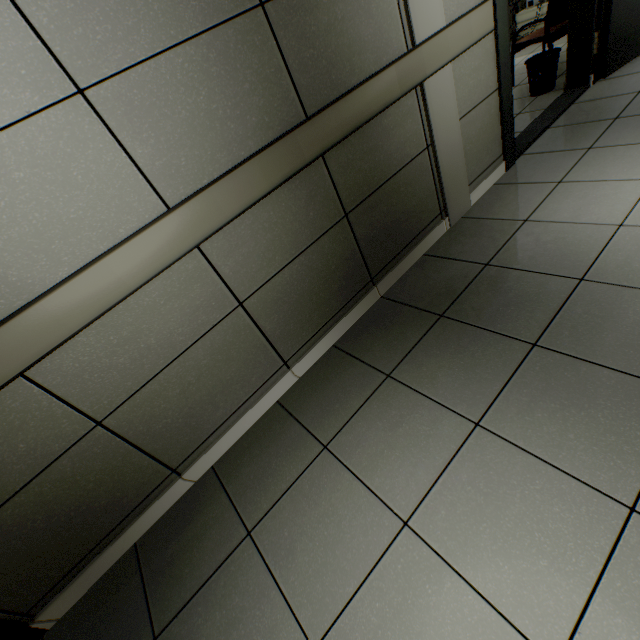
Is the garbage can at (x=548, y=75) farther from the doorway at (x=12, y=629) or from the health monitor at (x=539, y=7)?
the doorway at (x=12, y=629)

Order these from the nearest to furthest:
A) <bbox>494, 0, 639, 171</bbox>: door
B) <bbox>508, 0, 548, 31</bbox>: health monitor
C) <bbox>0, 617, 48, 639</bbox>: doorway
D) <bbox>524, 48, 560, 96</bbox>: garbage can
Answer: <bbox>0, 617, 48, 639</bbox>: doorway, <bbox>494, 0, 639, 171</bbox>: door, <bbox>524, 48, 560, 96</bbox>: garbage can, <bbox>508, 0, 548, 31</bbox>: health monitor

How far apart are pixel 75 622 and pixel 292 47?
2.82m

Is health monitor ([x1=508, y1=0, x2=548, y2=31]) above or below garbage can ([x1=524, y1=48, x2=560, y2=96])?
above

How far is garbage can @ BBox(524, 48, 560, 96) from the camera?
3.4 meters

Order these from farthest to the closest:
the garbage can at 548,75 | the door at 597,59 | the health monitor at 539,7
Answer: the health monitor at 539,7 < the garbage can at 548,75 < the door at 597,59

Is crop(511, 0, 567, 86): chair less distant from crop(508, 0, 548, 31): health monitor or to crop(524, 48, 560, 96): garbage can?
crop(524, 48, 560, 96): garbage can

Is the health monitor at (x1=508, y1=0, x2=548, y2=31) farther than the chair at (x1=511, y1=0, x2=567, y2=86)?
Yes
